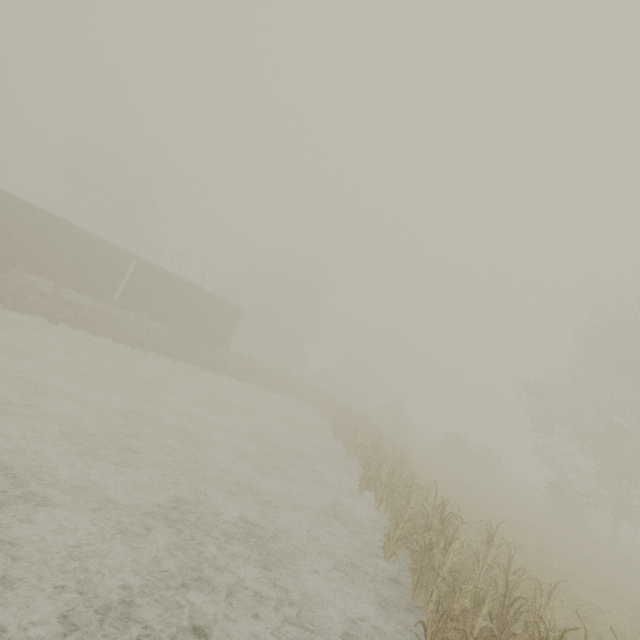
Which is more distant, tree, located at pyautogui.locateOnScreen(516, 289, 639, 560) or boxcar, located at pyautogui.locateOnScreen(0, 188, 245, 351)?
tree, located at pyautogui.locateOnScreen(516, 289, 639, 560)

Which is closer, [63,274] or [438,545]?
[438,545]

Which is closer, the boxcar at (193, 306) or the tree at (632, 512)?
the boxcar at (193, 306)
